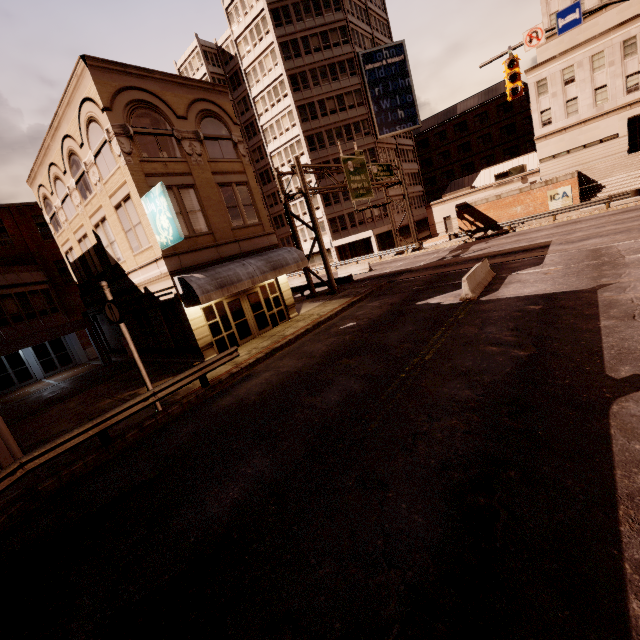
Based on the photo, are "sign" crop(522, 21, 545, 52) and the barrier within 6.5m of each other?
no

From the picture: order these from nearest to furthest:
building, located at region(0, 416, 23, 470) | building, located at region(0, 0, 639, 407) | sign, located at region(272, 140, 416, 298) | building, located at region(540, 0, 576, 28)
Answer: building, located at region(0, 416, 23, 470), building, located at region(0, 0, 639, 407), sign, located at region(272, 140, 416, 298), building, located at region(540, 0, 576, 28)

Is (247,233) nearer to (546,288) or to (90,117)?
(90,117)

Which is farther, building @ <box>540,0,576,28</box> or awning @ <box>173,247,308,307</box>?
building @ <box>540,0,576,28</box>

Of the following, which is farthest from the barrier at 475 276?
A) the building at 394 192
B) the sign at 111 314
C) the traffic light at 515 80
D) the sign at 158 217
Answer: the building at 394 192

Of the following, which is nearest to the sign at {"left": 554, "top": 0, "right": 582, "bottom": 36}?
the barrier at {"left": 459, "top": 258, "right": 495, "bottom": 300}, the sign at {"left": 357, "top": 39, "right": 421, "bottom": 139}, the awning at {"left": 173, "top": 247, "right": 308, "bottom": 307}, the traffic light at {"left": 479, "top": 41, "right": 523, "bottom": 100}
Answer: the traffic light at {"left": 479, "top": 41, "right": 523, "bottom": 100}

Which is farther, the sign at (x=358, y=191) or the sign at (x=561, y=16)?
the sign at (x=358, y=191)

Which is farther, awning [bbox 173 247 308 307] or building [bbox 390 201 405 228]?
building [bbox 390 201 405 228]
